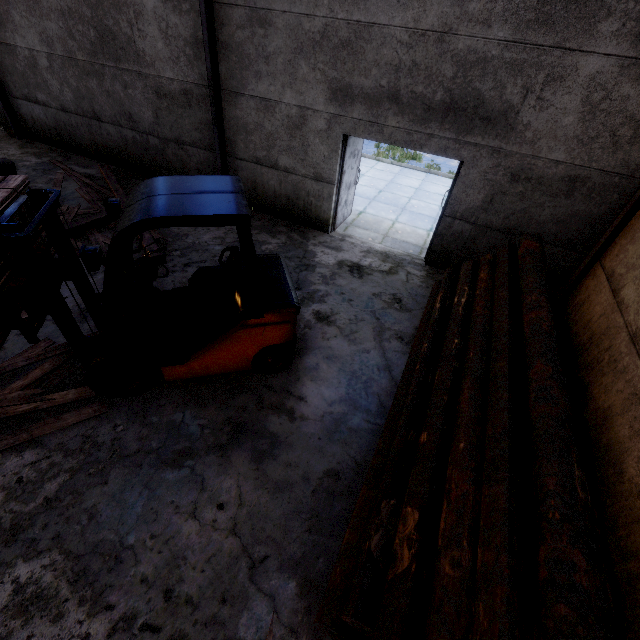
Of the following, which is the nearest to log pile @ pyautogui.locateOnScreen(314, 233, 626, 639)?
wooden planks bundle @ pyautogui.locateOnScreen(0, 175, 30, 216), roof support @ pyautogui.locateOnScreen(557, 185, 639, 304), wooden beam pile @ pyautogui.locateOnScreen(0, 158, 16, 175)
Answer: roof support @ pyautogui.locateOnScreen(557, 185, 639, 304)

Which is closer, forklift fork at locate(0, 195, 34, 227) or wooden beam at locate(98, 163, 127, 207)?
forklift fork at locate(0, 195, 34, 227)

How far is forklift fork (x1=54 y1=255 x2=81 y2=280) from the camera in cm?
369

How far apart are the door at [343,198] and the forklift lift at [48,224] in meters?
5.3 m

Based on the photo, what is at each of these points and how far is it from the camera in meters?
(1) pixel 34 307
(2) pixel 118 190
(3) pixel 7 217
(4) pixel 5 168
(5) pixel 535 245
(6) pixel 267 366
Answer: (1) forklift fork, 3.3
(2) wooden beam, 7.9
(3) forklift fork, 3.0
(4) wooden beam pile, 6.3
(5) log pile, 4.8
(6) forklift, 4.5

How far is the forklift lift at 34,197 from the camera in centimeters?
321cm

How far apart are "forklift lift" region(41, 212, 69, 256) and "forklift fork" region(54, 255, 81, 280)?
0.01m

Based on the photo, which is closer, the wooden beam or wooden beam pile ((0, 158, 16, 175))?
wooden beam pile ((0, 158, 16, 175))
